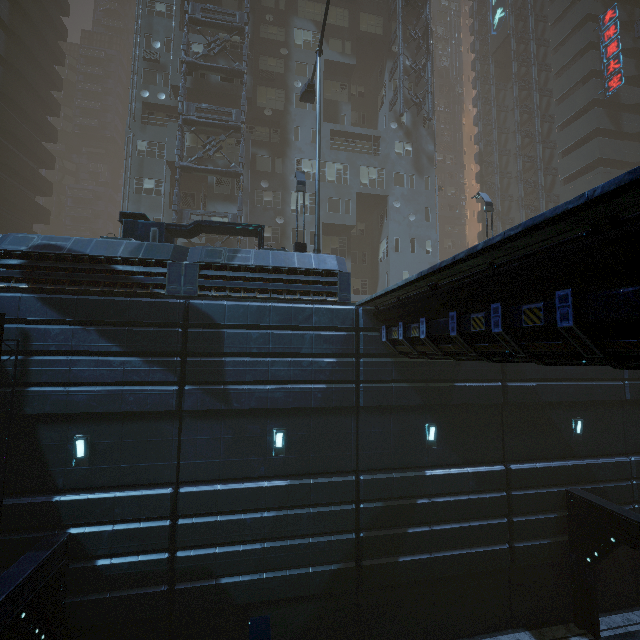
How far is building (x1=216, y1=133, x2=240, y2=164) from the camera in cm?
2441

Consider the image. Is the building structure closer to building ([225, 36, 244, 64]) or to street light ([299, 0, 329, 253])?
building ([225, 36, 244, 64])

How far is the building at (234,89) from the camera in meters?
24.4 m

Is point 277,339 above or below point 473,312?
below

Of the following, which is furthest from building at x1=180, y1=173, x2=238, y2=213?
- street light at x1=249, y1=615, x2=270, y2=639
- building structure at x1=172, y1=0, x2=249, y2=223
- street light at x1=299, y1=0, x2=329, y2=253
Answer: street light at x1=249, y1=615, x2=270, y2=639

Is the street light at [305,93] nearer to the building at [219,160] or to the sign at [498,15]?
the building at [219,160]

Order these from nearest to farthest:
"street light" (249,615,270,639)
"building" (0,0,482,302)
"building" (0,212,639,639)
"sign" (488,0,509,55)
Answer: "street light" (249,615,270,639)
"building" (0,212,639,639)
"building" (0,0,482,302)
"sign" (488,0,509,55)
